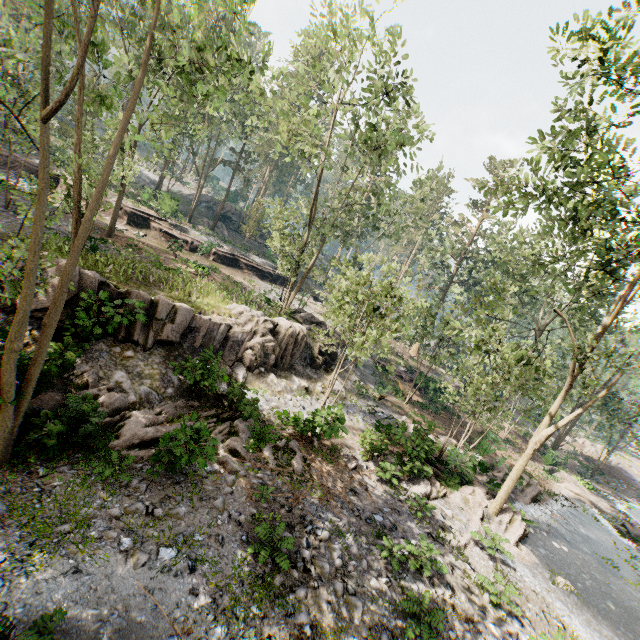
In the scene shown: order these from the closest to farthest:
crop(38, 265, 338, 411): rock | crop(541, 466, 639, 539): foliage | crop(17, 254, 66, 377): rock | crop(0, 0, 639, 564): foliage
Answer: crop(0, 0, 639, 564): foliage → crop(17, 254, 66, 377): rock → crop(38, 265, 338, 411): rock → crop(541, 466, 639, 539): foliage

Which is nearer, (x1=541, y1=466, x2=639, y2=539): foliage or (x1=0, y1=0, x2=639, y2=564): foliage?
(x1=0, y1=0, x2=639, y2=564): foliage

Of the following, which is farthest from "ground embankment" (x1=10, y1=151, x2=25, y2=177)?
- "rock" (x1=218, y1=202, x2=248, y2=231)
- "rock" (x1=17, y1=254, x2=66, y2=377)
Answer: "rock" (x1=218, y1=202, x2=248, y2=231)

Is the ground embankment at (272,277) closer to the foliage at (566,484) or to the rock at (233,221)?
the foliage at (566,484)

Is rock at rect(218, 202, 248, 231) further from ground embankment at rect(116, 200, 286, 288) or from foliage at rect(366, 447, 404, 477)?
ground embankment at rect(116, 200, 286, 288)

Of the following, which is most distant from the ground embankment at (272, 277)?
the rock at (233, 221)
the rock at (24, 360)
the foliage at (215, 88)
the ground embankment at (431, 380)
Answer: the rock at (233, 221)

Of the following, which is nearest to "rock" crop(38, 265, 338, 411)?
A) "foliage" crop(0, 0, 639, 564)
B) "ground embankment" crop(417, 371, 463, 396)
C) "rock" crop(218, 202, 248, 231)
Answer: "foliage" crop(0, 0, 639, 564)

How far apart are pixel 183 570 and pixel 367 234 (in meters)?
49.34
